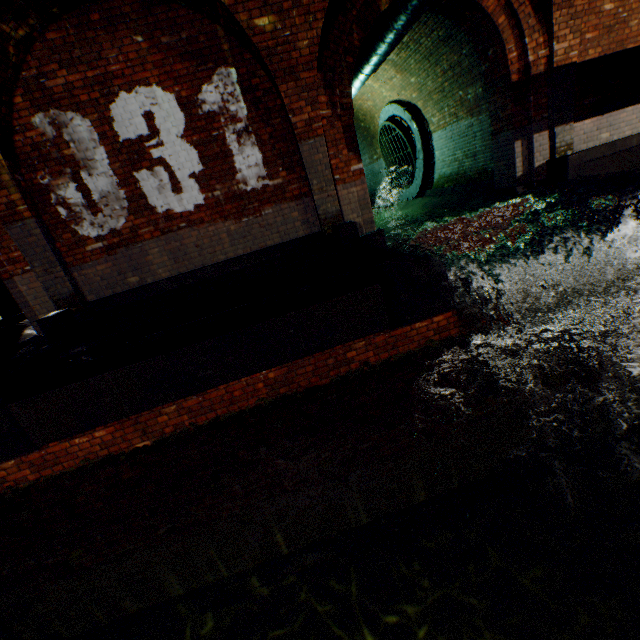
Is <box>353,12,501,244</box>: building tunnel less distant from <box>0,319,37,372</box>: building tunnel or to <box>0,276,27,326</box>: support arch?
<box>0,319,37,372</box>: building tunnel

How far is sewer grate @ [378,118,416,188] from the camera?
10.9m

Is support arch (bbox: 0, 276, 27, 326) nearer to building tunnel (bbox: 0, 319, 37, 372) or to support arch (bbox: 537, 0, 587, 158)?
building tunnel (bbox: 0, 319, 37, 372)

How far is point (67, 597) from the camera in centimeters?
515cm

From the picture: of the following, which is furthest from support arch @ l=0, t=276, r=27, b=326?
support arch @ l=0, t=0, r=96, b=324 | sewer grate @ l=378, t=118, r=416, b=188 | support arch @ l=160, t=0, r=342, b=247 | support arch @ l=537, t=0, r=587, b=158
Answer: sewer grate @ l=378, t=118, r=416, b=188

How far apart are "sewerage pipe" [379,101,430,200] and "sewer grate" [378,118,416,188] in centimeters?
1cm

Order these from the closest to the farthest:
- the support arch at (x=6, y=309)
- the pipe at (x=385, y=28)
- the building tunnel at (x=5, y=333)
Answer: the pipe at (x=385, y=28)
the building tunnel at (x=5, y=333)
the support arch at (x=6, y=309)

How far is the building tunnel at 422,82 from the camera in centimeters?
768cm
